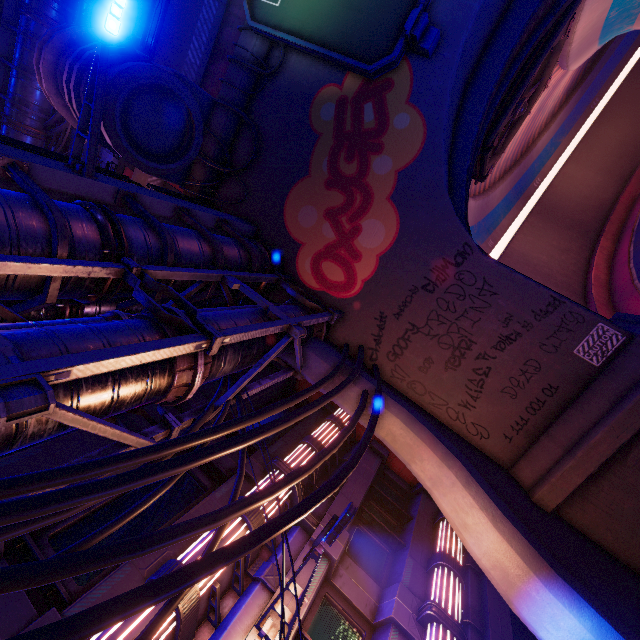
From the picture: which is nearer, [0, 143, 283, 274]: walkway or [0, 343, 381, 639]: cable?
[0, 343, 381, 639]: cable

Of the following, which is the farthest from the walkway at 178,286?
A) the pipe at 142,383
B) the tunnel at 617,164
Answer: the tunnel at 617,164

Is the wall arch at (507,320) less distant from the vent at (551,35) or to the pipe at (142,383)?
the pipe at (142,383)

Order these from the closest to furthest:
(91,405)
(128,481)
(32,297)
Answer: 1. (128,481)
2. (91,405)
3. (32,297)

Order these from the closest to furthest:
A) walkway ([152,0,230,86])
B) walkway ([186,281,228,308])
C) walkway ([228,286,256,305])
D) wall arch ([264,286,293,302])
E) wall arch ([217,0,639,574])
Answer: wall arch ([217,0,639,574]), walkway ([186,281,228,308]), walkway ([228,286,256,305]), wall arch ([264,286,293,302]), walkway ([152,0,230,86])

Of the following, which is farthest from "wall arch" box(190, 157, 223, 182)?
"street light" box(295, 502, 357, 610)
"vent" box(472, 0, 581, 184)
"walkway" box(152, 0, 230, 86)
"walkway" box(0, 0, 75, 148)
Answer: "walkway" box(0, 0, 75, 148)

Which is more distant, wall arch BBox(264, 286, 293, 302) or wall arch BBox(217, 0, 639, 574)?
wall arch BBox(264, 286, 293, 302)
